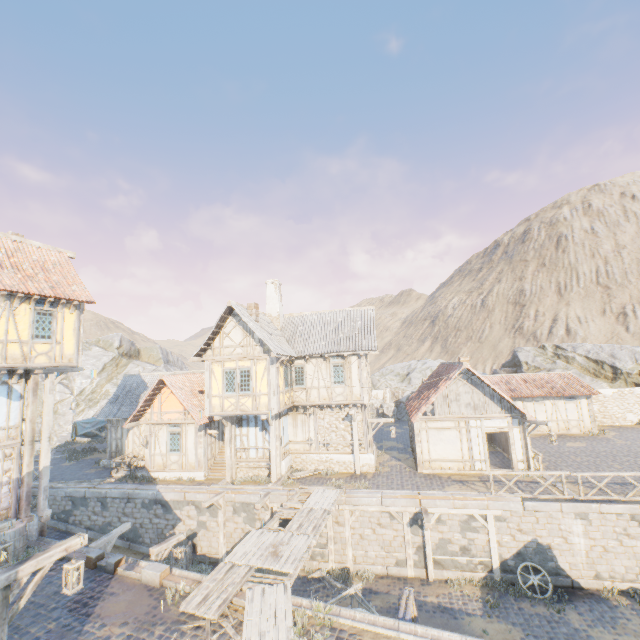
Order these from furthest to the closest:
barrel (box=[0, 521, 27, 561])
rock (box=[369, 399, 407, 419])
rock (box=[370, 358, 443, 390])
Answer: rock (box=[370, 358, 443, 390]) → rock (box=[369, 399, 407, 419]) → barrel (box=[0, 521, 27, 561])

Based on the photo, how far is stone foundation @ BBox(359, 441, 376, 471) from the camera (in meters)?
18.73

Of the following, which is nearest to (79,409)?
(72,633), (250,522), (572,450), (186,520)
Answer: (186,520)

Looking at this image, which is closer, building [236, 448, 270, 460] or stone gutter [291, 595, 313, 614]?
stone gutter [291, 595, 313, 614]

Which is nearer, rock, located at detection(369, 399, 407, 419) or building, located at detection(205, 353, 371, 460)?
building, located at detection(205, 353, 371, 460)

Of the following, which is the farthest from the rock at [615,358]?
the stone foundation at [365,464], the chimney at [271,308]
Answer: the chimney at [271,308]

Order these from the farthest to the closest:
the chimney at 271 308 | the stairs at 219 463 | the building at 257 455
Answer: the chimney at 271 308 < the stairs at 219 463 < the building at 257 455

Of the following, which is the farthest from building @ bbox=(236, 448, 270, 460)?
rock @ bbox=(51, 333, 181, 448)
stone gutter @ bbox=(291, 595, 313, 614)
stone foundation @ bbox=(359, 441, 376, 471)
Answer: rock @ bbox=(51, 333, 181, 448)
